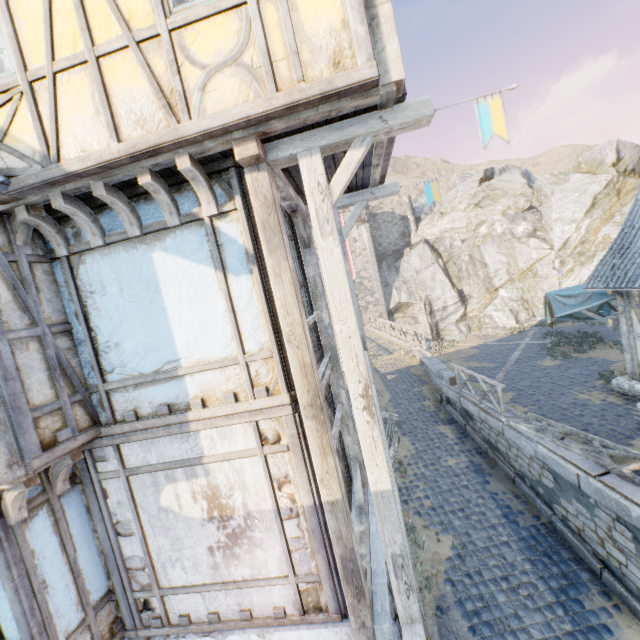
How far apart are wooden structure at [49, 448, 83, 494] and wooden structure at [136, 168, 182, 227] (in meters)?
3.08

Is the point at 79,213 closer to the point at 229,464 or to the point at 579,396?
the point at 229,464

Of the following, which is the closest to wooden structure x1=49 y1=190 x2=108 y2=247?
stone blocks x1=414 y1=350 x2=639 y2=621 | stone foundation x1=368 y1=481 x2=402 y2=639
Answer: stone foundation x1=368 y1=481 x2=402 y2=639

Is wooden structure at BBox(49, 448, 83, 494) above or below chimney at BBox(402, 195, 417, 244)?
below

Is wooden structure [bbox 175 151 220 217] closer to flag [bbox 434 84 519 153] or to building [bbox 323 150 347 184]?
building [bbox 323 150 347 184]

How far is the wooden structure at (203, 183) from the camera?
3.3m

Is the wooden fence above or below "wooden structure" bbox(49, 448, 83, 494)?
below

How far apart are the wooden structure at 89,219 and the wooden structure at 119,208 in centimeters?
35cm
